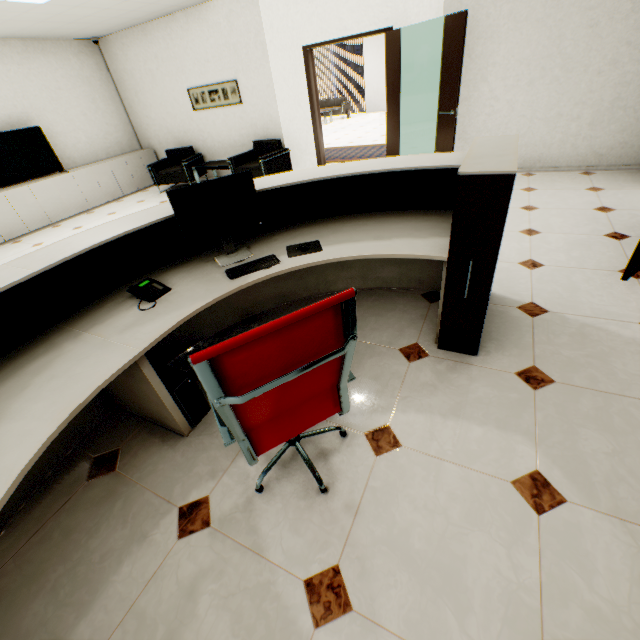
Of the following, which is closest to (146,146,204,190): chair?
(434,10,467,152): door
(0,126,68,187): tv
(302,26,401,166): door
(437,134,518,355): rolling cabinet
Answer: (0,126,68,187): tv

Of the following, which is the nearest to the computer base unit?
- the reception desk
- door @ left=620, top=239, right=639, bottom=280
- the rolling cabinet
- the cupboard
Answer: the reception desk

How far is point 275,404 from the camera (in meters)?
1.15

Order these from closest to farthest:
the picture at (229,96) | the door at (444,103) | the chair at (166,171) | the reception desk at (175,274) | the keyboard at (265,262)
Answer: the reception desk at (175,274) < the keyboard at (265,262) < the door at (444,103) < the picture at (229,96) < the chair at (166,171)

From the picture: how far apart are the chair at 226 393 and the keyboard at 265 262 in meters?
0.6

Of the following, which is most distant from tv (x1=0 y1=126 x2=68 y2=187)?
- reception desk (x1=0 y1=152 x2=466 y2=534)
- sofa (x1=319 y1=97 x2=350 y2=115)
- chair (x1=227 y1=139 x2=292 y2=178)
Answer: sofa (x1=319 y1=97 x2=350 y2=115)

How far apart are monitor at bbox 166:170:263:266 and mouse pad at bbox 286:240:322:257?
0.3 meters

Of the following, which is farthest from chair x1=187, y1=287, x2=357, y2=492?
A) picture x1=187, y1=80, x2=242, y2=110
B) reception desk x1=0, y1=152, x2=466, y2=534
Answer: picture x1=187, y1=80, x2=242, y2=110
